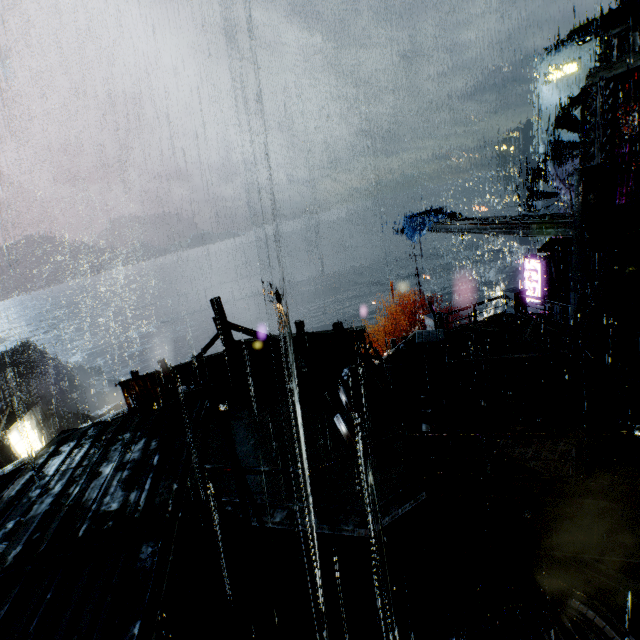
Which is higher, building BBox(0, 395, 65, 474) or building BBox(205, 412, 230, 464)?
building BBox(205, 412, 230, 464)

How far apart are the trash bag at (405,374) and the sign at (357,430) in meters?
1.7 m

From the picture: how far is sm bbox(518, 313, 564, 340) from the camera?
14.70m

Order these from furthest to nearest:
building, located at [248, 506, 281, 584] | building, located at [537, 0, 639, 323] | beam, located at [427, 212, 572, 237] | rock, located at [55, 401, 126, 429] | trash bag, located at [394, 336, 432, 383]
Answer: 1. rock, located at [55, 401, 126, 429]
2. beam, located at [427, 212, 572, 237]
3. building, located at [537, 0, 639, 323]
4. trash bag, located at [394, 336, 432, 383]
5. building, located at [248, 506, 281, 584]

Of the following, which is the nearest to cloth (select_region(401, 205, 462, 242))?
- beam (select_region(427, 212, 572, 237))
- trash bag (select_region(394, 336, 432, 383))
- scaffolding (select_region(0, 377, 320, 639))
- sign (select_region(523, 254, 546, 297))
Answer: beam (select_region(427, 212, 572, 237))

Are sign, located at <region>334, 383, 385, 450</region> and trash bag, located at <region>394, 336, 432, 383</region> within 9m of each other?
yes

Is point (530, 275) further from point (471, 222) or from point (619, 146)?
point (619, 146)

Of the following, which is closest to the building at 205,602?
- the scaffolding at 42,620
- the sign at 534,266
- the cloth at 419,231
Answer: the scaffolding at 42,620
